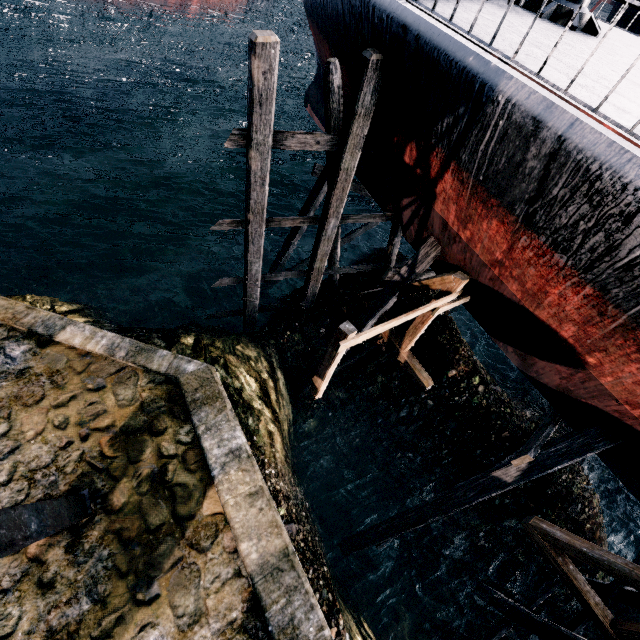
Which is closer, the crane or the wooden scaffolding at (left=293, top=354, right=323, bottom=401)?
the crane

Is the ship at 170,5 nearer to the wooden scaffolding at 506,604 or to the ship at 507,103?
the ship at 507,103

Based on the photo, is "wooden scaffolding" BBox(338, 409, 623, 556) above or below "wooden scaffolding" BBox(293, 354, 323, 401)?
above

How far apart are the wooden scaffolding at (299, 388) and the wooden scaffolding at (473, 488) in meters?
5.6

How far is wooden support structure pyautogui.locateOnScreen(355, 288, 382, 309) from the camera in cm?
1203

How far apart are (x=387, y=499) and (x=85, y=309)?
16.31m

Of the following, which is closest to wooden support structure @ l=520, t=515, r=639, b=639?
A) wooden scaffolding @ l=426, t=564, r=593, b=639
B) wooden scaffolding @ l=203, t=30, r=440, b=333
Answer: wooden scaffolding @ l=426, t=564, r=593, b=639

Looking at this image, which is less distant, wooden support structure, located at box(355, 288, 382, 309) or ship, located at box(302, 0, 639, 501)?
ship, located at box(302, 0, 639, 501)
